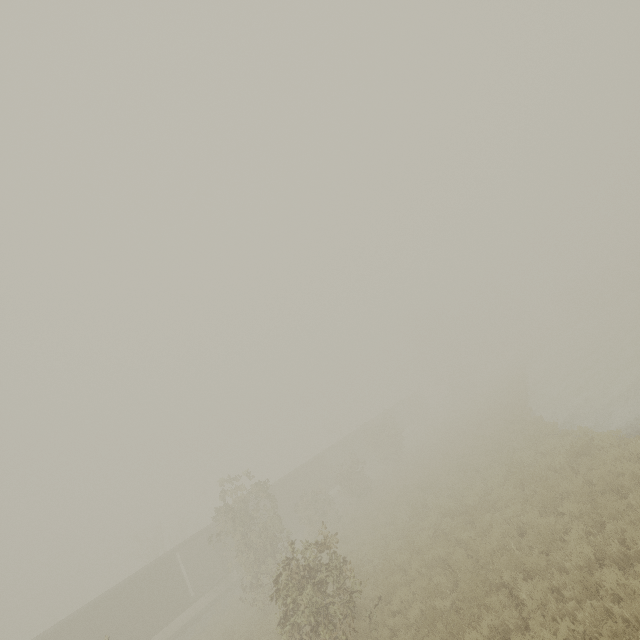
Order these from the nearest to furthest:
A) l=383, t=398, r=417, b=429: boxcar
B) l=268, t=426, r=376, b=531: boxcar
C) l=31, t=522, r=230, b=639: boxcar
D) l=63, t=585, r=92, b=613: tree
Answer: l=31, t=522, r=230, b=639: boxcar
l=268, t=426, r=376, b=531: boxcar
l=63, t=585, r=92, b=613: tree
l=383, t=398, r=417, b=429: boxcar

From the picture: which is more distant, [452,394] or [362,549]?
[452,394]

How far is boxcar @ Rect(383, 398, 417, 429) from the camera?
49.5m

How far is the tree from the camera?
45.59m

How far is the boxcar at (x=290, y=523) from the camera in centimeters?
3081cm

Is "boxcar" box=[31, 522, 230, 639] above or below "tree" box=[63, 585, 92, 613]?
below
